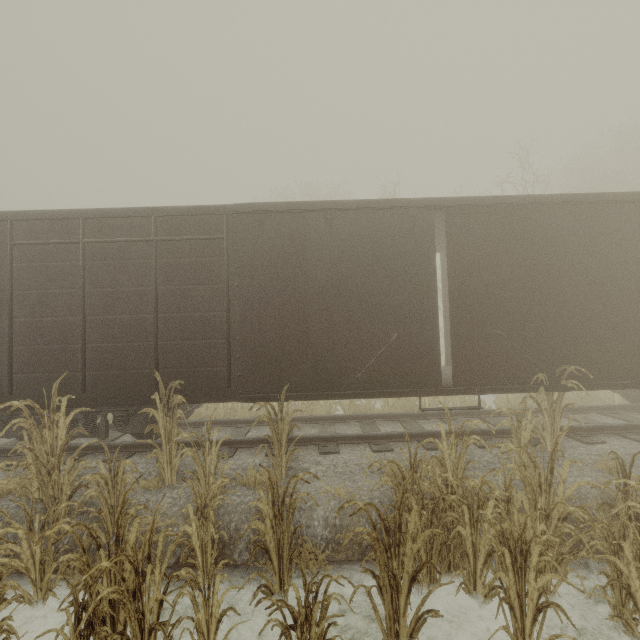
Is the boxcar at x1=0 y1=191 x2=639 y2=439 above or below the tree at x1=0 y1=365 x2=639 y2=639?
above

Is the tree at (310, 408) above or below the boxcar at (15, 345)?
below

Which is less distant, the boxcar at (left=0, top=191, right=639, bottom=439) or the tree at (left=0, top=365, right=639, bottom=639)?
the tree at (left=0, top=365, right=639, bottom=639)

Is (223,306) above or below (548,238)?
below

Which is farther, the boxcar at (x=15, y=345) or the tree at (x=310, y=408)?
the boxcar at (x=15, y=345)
